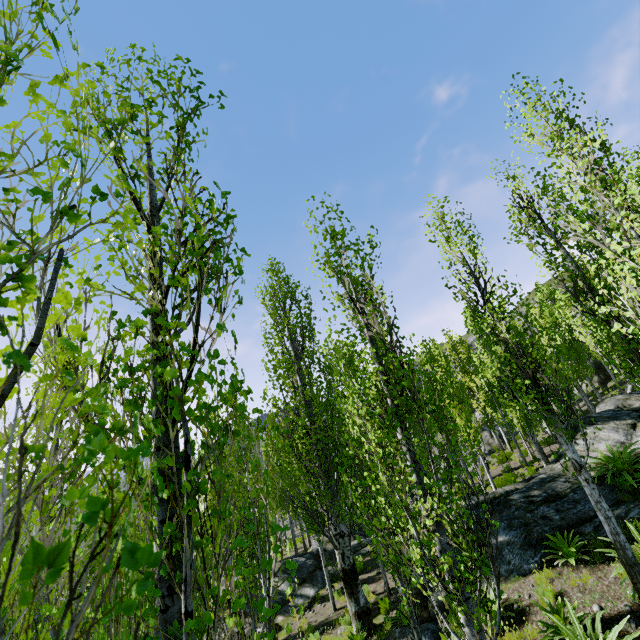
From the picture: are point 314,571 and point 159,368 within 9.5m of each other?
no

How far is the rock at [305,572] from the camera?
14.9m

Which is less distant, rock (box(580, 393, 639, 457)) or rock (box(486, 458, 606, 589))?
rock (box(486, 458, 606, 589))

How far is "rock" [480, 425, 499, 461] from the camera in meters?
31.5

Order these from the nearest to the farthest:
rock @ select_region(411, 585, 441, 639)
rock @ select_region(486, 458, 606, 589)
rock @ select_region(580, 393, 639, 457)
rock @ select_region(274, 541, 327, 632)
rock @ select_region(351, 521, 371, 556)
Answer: rock @ select_region(411, 585, 441, 639) → rock @ select_region(486, 458, 606, 589) → rock @ select_region(580, 393, 639, 457) → rock @ select_region(274, 541, 327, 632) → rock @ select_region(351, 521, 371, 556)

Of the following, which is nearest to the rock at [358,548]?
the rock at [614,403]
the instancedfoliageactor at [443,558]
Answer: the instancedfoliageactor at [443,558]

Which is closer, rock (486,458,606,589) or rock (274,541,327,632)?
rock (486,458,606,589)

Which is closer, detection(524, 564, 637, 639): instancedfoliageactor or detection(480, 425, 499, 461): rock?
detection(524, 564, 637, 639): instancedfoliageactor
